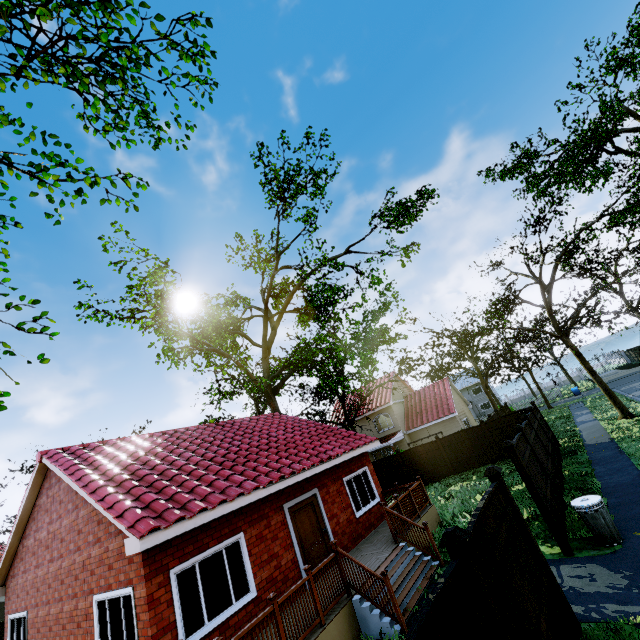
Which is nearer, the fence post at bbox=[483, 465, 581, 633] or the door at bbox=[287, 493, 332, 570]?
the fence post at bbox=[483, 465, 581, 633]

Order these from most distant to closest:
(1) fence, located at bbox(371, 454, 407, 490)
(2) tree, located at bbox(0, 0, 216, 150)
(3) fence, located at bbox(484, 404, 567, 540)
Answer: (1) fence, located at bbox(371, 454, 407, 490)
(3) fence, located at bbox(484, 404, 567, 540)
(2) tree, located at bbox(0, 0, 216, 150)

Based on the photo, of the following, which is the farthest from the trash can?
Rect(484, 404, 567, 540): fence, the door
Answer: the door

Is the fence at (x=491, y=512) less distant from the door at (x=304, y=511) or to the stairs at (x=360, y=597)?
the stairs at (x=360, y=597)

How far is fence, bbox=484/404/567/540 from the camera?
8.7m

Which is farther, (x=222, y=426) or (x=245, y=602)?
(x=222, y=426)

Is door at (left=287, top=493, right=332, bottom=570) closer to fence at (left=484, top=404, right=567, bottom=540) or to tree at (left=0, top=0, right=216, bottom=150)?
fence at (left=484, top=404, right=567, bottom=540)

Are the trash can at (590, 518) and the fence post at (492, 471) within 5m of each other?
yes
